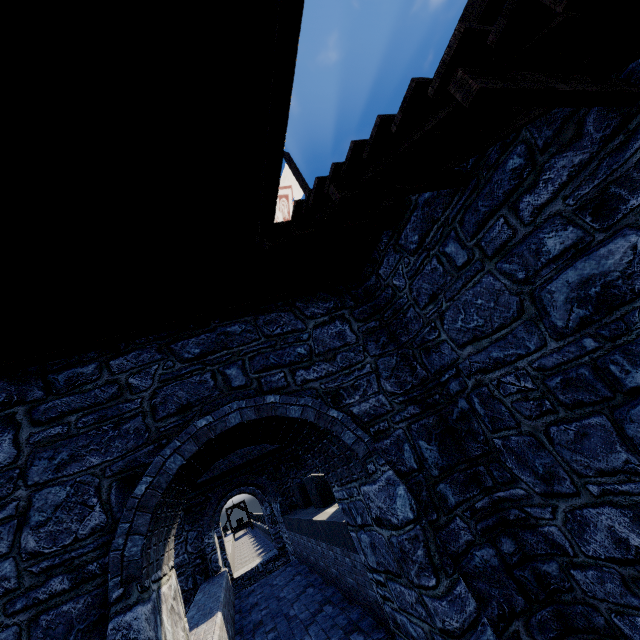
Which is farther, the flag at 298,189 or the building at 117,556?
the flag at 298,189

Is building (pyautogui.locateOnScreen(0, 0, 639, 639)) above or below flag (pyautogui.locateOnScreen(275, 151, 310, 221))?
below

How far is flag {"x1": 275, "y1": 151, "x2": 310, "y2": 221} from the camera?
9.59m

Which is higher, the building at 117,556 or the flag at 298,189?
the flag at 298,189

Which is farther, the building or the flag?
the flag

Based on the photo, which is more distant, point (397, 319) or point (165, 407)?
point (397, 319)
